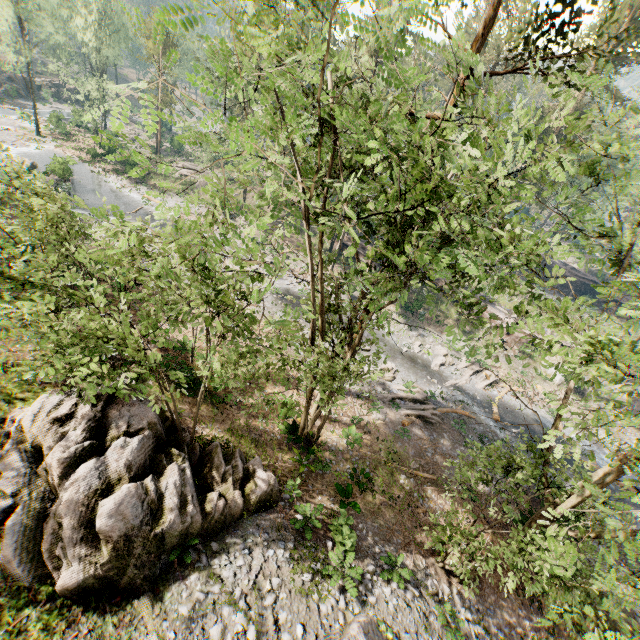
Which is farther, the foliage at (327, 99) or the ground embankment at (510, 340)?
the ground embankment at (510, 340)

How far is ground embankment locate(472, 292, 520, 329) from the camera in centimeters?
3578cm

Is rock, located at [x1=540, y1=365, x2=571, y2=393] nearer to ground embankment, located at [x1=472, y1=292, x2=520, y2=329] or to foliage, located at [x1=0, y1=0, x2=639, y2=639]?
ground embankment, located at [x1=472, y1=292, x2=520, y2=329]

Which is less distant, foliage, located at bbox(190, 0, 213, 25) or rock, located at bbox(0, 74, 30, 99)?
foliage, located at bbox(190, 0, 213, 25)

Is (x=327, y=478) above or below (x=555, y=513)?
below

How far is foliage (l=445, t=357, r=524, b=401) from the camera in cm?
2772

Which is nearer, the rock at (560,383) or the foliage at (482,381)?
the foliage at (482,381)
